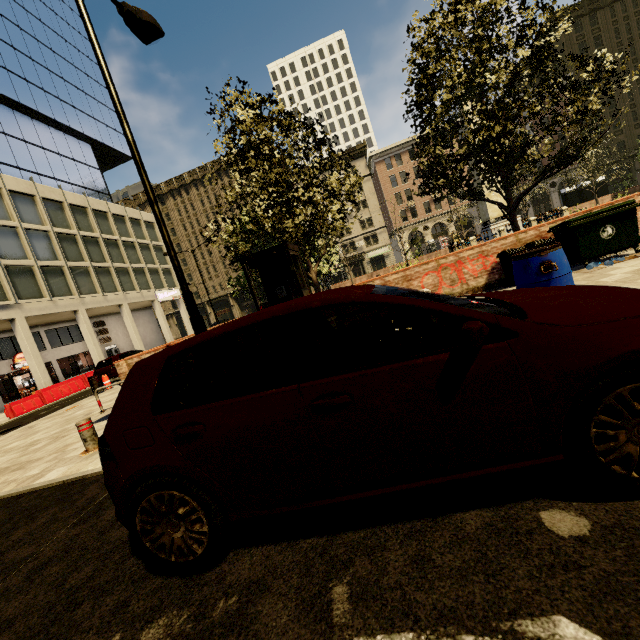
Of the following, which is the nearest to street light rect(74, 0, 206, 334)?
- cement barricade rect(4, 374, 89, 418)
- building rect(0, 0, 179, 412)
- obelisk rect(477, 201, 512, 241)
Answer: cement barricade rect(4, 374, 89, 418)

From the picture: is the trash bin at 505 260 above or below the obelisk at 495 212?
below

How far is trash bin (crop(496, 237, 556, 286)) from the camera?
7.5 meters

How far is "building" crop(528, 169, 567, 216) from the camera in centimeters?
5044cm

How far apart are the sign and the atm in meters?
45.7 m

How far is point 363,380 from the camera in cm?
175

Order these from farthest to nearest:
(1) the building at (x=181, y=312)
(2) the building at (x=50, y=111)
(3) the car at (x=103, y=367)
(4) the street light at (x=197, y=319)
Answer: (1) the building at (x=181, y=312)
(2) the building at (x=50, y=111)
(3) the car at (x=103, y=367)
(4) the street light at (x=197, y=319)

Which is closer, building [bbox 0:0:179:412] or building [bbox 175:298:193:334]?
building [bbox 0:0:179:412]
